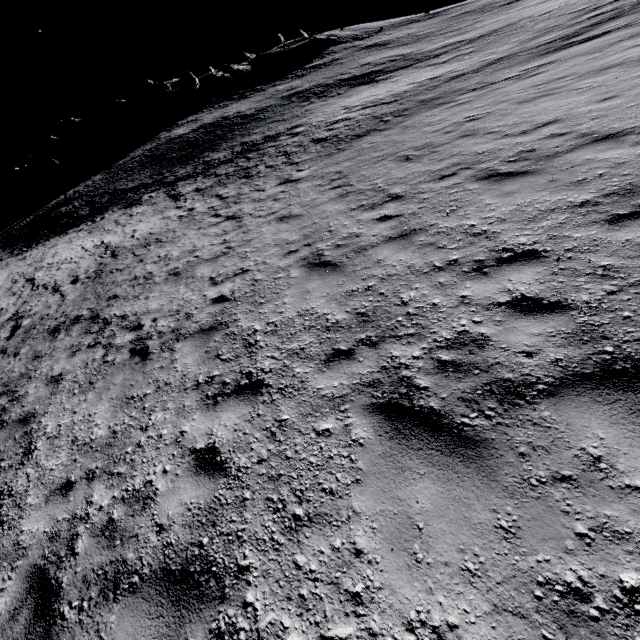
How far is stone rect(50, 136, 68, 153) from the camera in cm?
5897

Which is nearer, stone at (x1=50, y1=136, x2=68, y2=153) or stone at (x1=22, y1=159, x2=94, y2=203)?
stone at (x1=22, y1=159, x2=94, y2=203)

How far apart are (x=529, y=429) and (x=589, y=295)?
1.8m

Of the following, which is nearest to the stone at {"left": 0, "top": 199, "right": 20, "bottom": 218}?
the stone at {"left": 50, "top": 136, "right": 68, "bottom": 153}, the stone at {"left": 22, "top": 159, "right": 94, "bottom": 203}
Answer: the stone at {"left": 22, "top": 159, "right": 94, "bottom": 203}

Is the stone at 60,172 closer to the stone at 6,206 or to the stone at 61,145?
the stone at 6,206

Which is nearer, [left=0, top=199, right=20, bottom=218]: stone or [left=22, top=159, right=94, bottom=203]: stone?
[left=22, top=159, right=94, bottom=203]: stone

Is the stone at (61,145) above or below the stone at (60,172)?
above

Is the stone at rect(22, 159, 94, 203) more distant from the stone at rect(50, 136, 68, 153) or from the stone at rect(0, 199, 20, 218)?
the stone at rect(50, 136, 68, 153)
